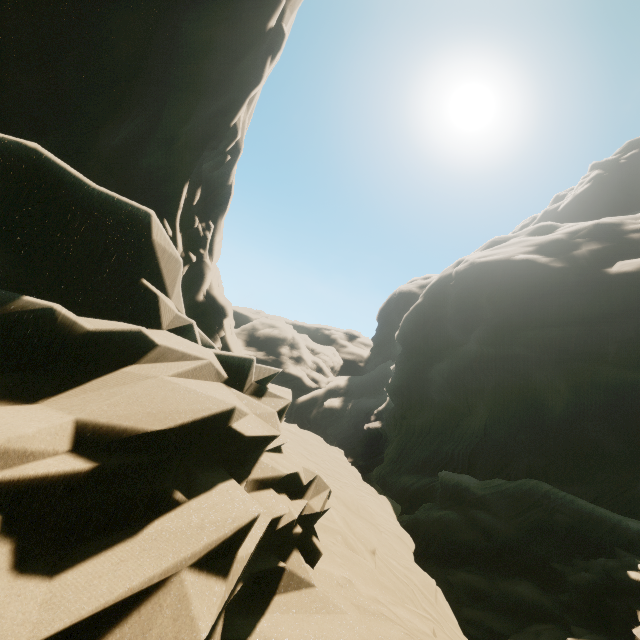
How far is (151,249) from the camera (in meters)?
2.98
